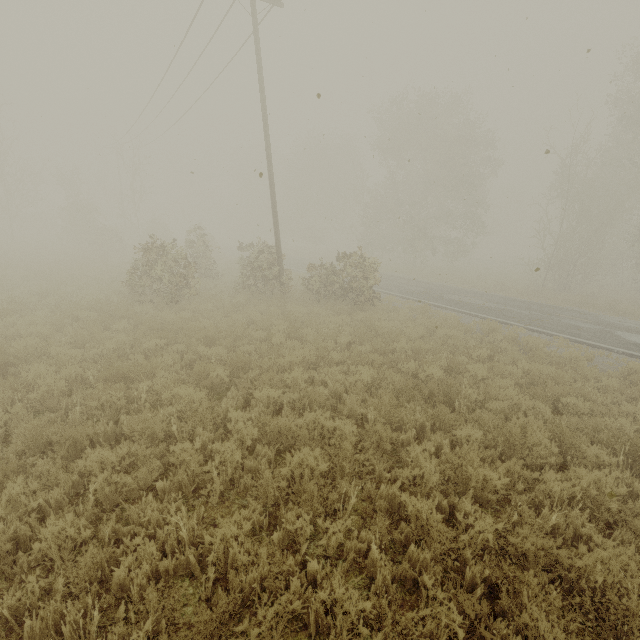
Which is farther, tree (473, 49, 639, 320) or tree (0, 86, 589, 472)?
tree (473, 49, 639, 320)

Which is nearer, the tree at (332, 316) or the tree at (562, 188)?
the tree at (332, 316)

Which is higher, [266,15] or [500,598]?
[266,15]
